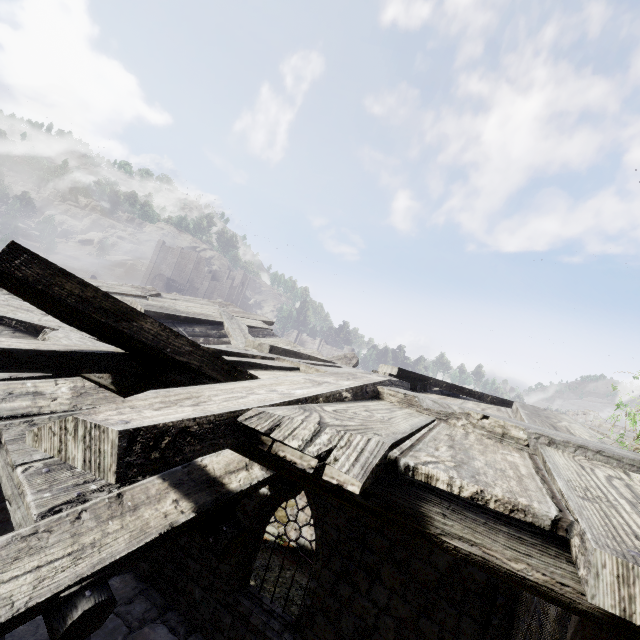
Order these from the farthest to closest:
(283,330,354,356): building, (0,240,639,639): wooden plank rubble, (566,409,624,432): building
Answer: (283,330,354,356): building < (566,409,624,432): building < (0,240,639,639): wooden plank rubble

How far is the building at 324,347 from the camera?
48.9m

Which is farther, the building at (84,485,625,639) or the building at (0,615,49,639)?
the building at (0,615,49,639)

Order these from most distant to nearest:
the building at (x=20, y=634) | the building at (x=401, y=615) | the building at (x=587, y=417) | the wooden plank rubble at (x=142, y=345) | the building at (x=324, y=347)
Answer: the building at (x=324, y=347), the building at (x=587, y=417), the building at (x=20, y=634), the building at (x=401, y=615), the wooden plank rubble at (x=142, y=345)

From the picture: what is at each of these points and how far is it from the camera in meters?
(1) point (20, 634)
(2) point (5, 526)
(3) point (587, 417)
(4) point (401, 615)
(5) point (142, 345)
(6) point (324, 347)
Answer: (1) building, 6.5
(2) building, 6.6
(3) building, 22.8
(4) building, 6.3
(5) wooden plank rubble, 1.9
(6) building, 50.7
